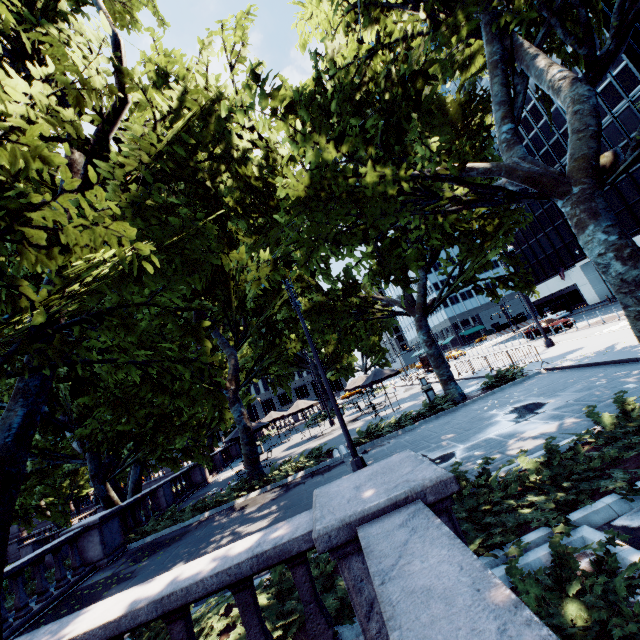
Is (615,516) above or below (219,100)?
below

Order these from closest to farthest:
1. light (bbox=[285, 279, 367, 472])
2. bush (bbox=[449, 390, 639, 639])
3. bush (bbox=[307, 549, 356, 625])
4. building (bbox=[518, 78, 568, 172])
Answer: bush (bbox=[449, 390, 639, 639]) → bush (bbox=[307, 549, 356, 625]) → light (bbox=[285, 279, 367, 472]) → building (bbox=[518, 78, 568, 172])

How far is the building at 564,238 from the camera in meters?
46.9

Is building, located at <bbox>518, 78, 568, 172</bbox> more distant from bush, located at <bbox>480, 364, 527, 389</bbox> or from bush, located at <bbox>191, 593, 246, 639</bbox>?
bush, located at <bbox>191, 593, 246, 639</bbox>

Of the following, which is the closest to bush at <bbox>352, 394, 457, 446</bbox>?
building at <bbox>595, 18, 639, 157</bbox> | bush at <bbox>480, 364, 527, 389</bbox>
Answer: bush at <bbox>480, 364, 527, 389</bbox>

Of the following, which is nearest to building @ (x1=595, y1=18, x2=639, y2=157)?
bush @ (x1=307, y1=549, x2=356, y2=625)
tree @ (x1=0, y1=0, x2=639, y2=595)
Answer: tree @ (x1=0, y1=0, x2=639, y2=595)

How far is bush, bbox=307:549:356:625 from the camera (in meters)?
3.93

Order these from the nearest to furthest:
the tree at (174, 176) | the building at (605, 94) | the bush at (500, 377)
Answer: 1. the tree at (174, 176)
2. the bush at (500, 377)
3. the building at (605, 94)
